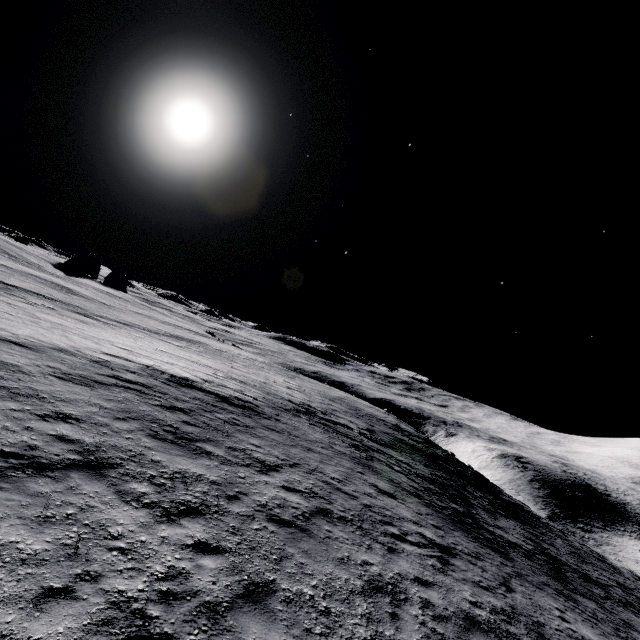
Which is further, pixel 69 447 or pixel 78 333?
pixel 78 333
